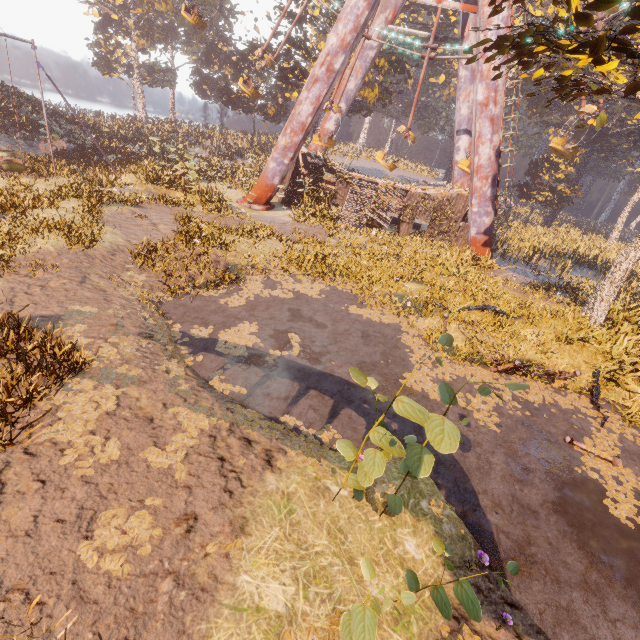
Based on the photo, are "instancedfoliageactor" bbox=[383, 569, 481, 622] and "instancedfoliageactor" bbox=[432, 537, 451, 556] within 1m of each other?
yes

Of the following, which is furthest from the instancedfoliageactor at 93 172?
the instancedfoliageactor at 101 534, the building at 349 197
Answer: the instancedfoliageactor at 101 534

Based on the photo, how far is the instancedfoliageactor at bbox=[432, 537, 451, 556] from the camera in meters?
3.4

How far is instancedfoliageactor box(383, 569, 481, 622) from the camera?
2.5 meters

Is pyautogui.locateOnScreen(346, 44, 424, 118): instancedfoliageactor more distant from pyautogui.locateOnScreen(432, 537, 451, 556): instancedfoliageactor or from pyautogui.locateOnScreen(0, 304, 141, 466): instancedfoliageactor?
pyautogui.locateOnScreen(432, 537, 451, 556): instancedfoliageactor

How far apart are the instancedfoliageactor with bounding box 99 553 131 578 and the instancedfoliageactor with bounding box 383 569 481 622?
3.2 meters

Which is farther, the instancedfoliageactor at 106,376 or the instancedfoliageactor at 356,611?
the instancedfoliageactor at 106,376

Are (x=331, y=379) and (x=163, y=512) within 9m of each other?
yes
